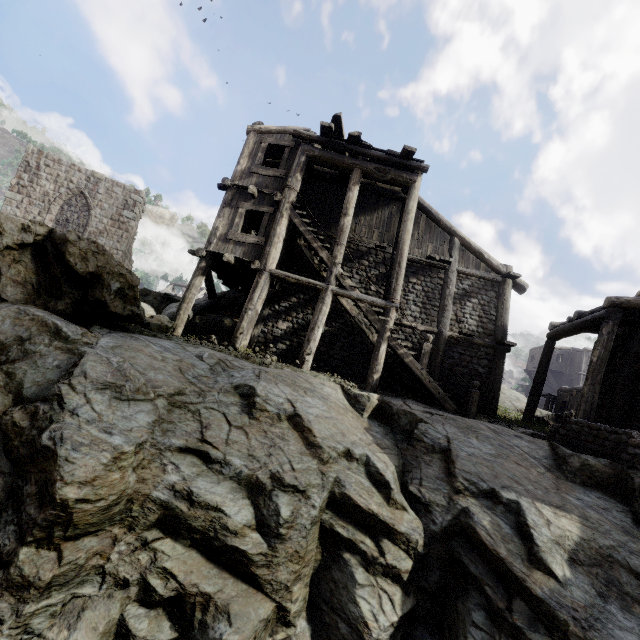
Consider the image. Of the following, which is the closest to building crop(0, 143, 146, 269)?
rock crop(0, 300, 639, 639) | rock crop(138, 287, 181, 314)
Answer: rock crop(0, 300, 639, 639)

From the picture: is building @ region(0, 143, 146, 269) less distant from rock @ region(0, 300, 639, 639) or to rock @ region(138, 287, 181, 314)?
rock @ region(0, 300, 639, 639)

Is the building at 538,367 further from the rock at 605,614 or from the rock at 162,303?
the rock at 162,303

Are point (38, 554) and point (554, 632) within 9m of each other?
yes

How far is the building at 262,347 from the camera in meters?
11.2 m

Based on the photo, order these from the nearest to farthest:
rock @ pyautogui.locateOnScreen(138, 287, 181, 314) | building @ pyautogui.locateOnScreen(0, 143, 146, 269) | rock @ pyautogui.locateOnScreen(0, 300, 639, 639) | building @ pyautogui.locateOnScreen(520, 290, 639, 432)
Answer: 1. rock @ pyautogui.locateOnScreen(0, 300, 639, 639)
2. building @ pyautogui.locateOnScreen(520, 290, 639, 432)
3. building @ pyautogui.locateOnScreen(0, 143, 146, 269)
4. rock @ pyautogui.locateOnScreen(138, 287, 181, 314)
